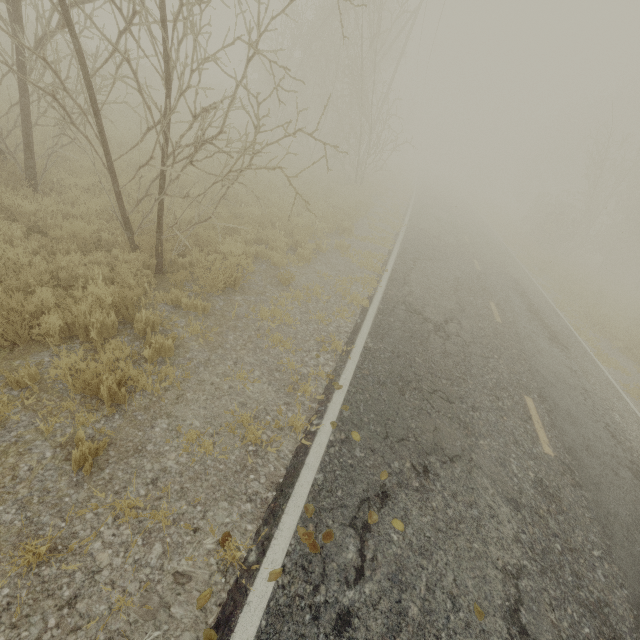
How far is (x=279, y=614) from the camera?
2.7m

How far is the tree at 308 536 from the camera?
3.1 meters

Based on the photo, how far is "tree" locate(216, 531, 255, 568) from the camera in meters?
2.9

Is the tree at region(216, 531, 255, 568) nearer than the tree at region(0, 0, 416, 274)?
Yes

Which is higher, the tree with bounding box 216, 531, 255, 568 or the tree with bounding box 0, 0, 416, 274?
the tree with bounding box 0, 0, 416, 274

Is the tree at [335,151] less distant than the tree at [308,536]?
No
